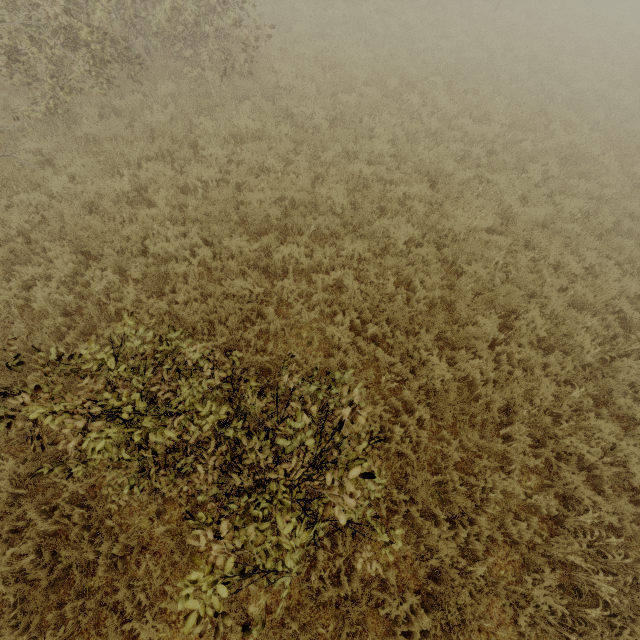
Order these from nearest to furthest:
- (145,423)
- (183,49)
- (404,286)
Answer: (145,423) < (404,286) < (183,49)

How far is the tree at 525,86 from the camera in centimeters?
1133cm

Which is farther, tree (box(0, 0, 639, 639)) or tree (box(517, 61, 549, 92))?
tree (box(517, 61, 549, 92))

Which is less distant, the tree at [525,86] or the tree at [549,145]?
the tree at [549,145]

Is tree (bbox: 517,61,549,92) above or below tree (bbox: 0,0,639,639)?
above

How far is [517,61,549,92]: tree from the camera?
11.33m
